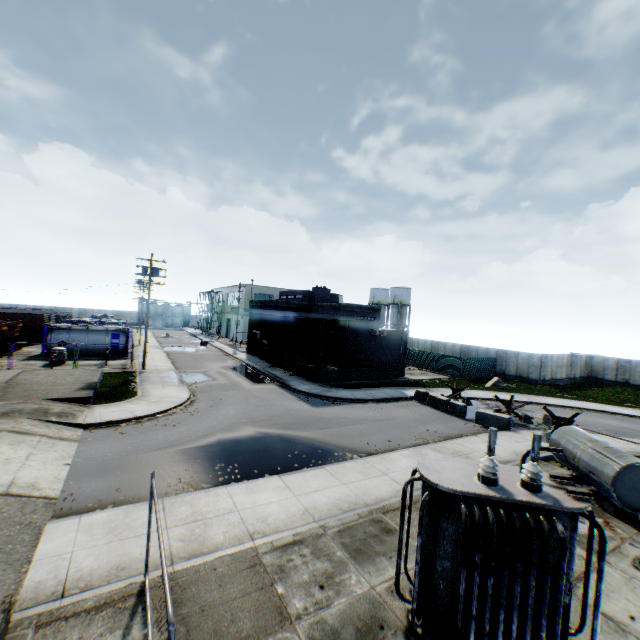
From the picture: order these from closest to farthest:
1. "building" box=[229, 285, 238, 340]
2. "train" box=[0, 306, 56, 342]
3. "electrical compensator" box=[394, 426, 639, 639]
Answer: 1. "electrical compensator" box=[394, 426, 639, 639]
2. "train" box=[0, 306, 56, 342]
3. "building" box=[229, 285, 238, 340]

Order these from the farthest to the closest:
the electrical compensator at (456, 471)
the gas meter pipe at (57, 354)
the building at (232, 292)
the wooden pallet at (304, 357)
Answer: the building at (232, 292) < the wooden pallet at (304, 357) < the gas meter pipe at (57, 354) < the electrical compensator at (456, 471)

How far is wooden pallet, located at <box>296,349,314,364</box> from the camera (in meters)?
30.30

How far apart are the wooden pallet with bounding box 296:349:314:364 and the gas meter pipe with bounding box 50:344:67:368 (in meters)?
19.38

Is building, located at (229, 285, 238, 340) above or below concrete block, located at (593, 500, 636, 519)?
above

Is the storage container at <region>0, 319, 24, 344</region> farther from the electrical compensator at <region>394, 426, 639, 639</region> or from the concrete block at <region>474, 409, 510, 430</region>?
the concrete block at <region>474, 409, 510, 430</region>

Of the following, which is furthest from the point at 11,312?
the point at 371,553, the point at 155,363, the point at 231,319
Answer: the point at 371,553

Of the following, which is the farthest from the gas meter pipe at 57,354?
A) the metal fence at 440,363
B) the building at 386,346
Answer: the metal fence at 440,363
